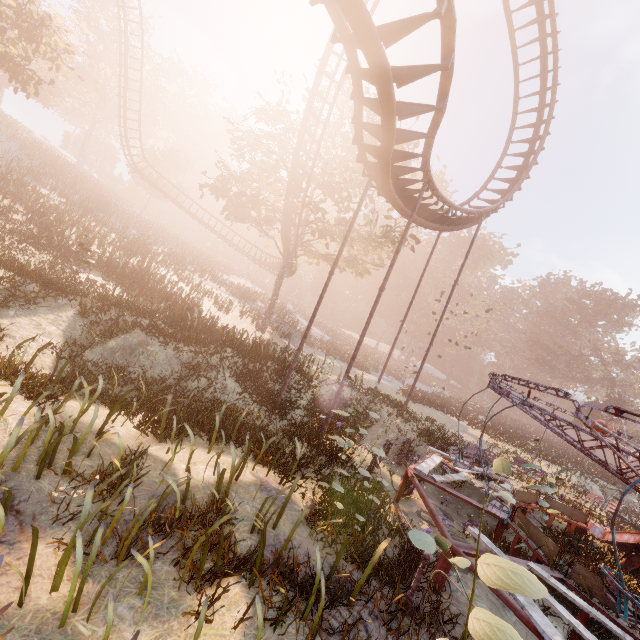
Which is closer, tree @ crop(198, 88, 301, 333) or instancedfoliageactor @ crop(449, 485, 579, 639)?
instancedfoliageactor @ crop(449, 485, 579, 639)

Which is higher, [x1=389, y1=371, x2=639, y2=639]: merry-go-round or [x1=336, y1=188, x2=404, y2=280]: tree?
[x1=336, y1=188, x2=404, y2=280]: tree

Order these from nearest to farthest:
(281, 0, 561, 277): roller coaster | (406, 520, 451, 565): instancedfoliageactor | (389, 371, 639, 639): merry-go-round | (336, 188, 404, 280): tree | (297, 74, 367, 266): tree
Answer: (406, 520, 451, 565): instancedfoliageactor, (389, 371, 639, 639): merry-go-round, (281, 0, 561, 277): roller coaster, (297, 74, 367, 266): tree, (336, 188, 404, 280): tree

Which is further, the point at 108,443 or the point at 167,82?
the point at 167,82

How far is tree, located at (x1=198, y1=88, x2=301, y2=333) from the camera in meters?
20.4 m

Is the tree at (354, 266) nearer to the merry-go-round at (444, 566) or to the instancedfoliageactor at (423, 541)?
the merry-go-round at (444, 566)

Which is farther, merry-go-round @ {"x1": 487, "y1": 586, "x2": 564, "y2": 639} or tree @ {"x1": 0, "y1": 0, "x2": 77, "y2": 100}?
tree @ {"x1": 0, "y1": 0, "x2": 77, "y2": 100}

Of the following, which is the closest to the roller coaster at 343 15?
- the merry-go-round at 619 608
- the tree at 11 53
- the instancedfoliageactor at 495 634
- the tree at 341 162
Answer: the tree at 341 162
